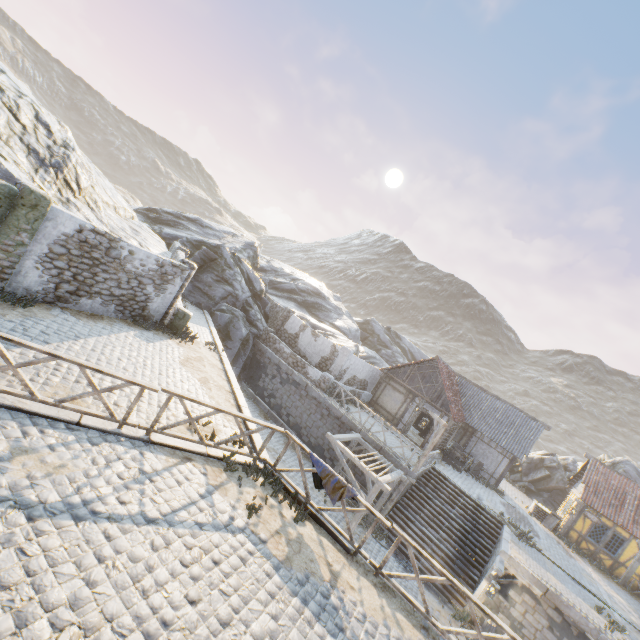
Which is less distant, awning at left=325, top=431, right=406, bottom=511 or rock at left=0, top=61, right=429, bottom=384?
awning at left=325, top=431, right=406, bottom=511

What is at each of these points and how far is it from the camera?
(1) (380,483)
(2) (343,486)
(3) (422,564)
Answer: (1) awning, 13.4 meters
(2) fabric, 8.1 meters
(3) stairs, 15.0 meters

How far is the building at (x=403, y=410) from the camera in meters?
23.0

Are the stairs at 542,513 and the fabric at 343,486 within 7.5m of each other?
no

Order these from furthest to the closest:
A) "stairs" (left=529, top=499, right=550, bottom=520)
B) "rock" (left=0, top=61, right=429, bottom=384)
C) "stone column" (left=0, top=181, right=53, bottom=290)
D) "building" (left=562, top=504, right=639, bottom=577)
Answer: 1. "stairs" (left=529, top=499, right=550, bottom=520)
2. "building" (left=562, top=504, right=639, bottom=577)
3. "rock" (left=0, top=61, right=429, bottom=384)
4. "stone column" (left=0, top=181, right=53, bottom=290)

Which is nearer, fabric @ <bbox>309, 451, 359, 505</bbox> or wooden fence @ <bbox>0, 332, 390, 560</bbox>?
wooden fence @ <bbox>0, 332, 390, 560</bbox>

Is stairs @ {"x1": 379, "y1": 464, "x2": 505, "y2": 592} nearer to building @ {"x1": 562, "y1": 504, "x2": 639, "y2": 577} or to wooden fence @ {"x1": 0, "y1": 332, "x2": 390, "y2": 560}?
building @ {"x1": 562, "y1": 504, "x2": 639, "y2": 577}

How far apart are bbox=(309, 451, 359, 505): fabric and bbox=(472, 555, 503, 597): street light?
9.0m
